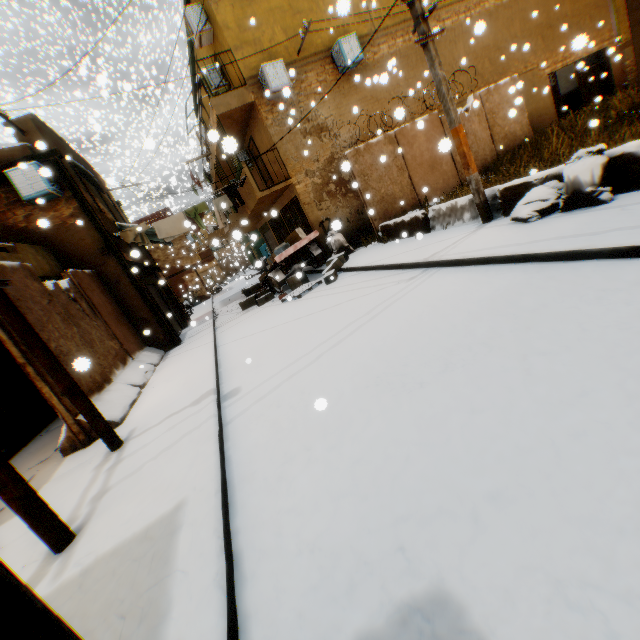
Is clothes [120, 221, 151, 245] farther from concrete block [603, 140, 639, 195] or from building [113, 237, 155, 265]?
concrete block [603, 140, 639, 195]

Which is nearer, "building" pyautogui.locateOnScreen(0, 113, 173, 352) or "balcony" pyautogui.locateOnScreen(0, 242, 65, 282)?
"balcony" pyautogui.locateOnScreen(0, 242, 65, 282)

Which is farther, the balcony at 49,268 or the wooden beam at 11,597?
the balcony at 49,268

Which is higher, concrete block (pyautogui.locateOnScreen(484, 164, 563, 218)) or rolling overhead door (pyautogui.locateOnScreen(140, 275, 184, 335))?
rolling overhead door (pyautogui.locateOnScreen(140, 275, 184, 335))

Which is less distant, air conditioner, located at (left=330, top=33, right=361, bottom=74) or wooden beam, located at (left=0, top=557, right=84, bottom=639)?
wooden beam, located at (left=0, top=557, right=84, bottom=639)

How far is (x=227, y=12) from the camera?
10.9 meters

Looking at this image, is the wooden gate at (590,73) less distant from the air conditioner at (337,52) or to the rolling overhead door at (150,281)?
the air conditioner at (337,52)

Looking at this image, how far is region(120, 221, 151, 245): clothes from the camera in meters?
10.9 m
